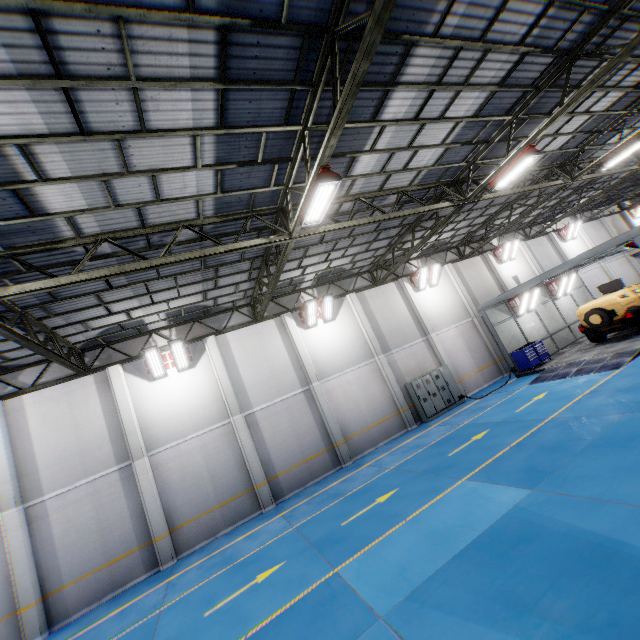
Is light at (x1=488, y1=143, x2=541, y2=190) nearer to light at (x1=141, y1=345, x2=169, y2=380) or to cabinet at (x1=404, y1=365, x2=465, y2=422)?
cabinet at (x1=404, y1=365, x2=465, y2=422)

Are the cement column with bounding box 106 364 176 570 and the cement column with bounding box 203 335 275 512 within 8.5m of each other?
yes

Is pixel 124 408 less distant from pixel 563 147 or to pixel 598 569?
pixel 598 569

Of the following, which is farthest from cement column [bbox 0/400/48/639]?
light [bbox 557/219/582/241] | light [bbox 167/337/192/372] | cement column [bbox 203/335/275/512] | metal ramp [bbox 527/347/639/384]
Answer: light [bbox 557/219/582/241]

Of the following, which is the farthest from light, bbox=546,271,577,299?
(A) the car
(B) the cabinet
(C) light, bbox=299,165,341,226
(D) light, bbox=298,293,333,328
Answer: (C) light, bbox=299,165,341,226

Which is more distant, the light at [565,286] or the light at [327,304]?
the light at [565,286]

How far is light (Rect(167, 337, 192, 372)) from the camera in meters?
13.7 m

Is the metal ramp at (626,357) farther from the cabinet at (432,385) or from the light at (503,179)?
the light at (503,179)
